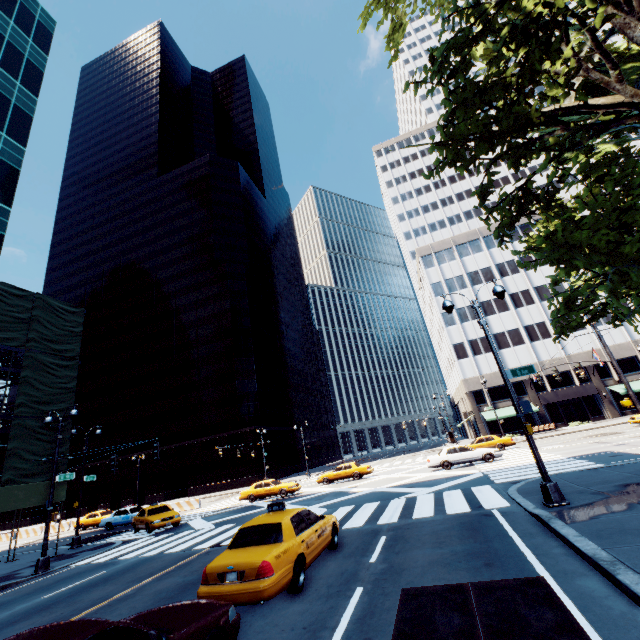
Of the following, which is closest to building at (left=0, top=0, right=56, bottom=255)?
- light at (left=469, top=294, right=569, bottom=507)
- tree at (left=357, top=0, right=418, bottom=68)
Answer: tree at (left=357, top=0, right=418, bottom=68)

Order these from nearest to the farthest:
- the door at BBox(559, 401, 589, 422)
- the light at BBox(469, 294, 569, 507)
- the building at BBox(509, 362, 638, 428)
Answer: the light at BBox(469, 294, 569, 507) < the building at BBox(509, 362, 638, 428) < the door at BBox(559, 401, 589, 422)

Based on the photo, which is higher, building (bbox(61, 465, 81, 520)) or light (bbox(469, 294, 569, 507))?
building (bbox(61, 465, 81, 520))

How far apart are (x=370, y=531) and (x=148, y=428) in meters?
58.0

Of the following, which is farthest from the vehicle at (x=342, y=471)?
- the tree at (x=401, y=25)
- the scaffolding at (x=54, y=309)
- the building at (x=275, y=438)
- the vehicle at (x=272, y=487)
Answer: the tree at (x=401, y=25)

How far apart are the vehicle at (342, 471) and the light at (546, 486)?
20.4m

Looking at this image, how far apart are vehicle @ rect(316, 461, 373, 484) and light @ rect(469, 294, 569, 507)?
20.4 meters

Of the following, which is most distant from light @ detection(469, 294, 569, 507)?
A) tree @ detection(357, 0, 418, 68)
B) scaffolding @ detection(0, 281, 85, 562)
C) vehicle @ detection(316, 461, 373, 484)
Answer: scaffolding @ detection(0, 281, 85, 562)
